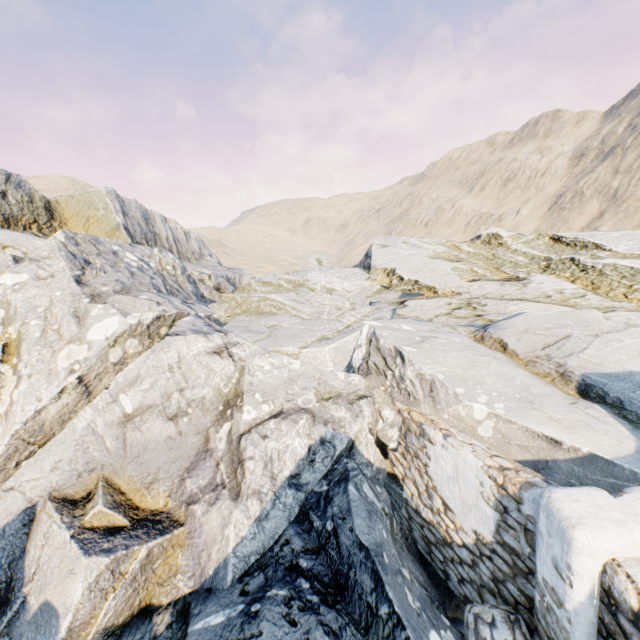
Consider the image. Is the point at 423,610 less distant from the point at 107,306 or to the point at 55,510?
the point at 55,510

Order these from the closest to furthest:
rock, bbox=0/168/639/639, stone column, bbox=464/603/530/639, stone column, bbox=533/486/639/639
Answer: stone column, bbox=533/486/639/639 → stone column, bbox=464/603/530/639 → rock, bbox=0/168/639/639

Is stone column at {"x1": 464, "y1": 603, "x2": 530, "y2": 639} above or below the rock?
below

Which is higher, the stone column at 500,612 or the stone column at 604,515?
the stone column at 604,515

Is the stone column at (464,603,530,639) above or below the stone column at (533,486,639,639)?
below

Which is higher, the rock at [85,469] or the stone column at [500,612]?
the rock at [85,469]

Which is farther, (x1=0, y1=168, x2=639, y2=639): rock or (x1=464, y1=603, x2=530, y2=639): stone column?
(x1=0, y1=168, x2=639, y2=639): rock
